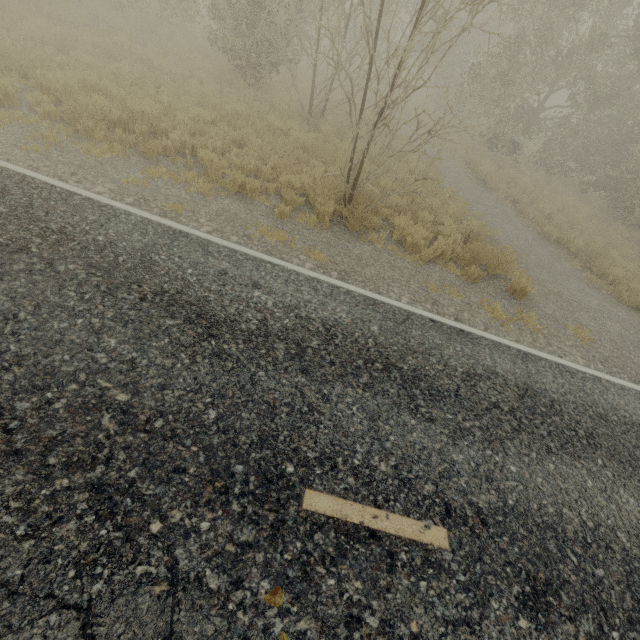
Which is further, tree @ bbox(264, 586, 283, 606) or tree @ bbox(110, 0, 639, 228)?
tree @ bbox(110, 0, 639, 228)

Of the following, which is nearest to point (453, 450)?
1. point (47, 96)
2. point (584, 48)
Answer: point (47, 96)

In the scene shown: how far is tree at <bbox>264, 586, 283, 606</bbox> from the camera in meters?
2.5 m

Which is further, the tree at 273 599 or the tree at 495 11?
the tree at 495 11

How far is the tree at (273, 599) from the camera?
2.5 meters

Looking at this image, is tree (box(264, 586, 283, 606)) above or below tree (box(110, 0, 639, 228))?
below
